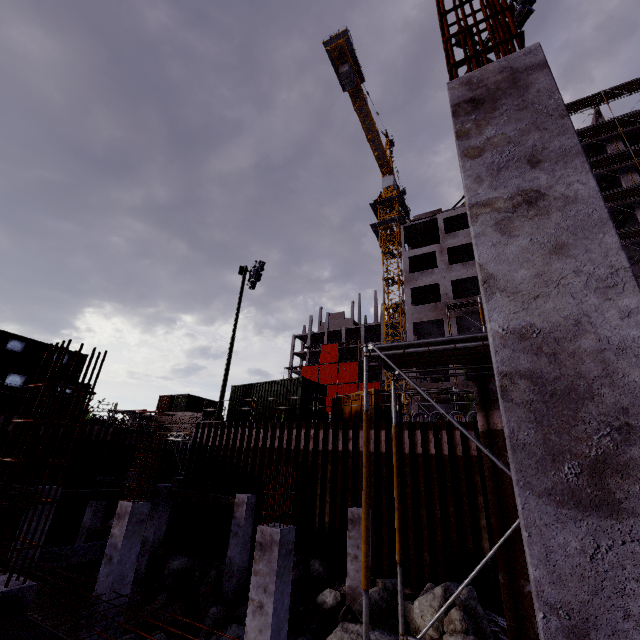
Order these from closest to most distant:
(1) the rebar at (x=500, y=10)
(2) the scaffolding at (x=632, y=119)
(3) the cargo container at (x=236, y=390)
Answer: (1) the rebar at (x=500, y=10) → (3) the cargo container at (x=236, y=390) → (2) the scaffolding at (x=632, y=119)

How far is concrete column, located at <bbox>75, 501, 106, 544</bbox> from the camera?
16.3 meters

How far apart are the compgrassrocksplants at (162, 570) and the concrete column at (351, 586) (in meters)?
7.78

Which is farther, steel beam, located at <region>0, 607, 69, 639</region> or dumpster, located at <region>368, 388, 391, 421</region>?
dumpster, located at <region>368, 388, 391, 421</region>

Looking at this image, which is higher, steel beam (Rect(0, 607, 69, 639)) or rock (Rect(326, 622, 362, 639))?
steel beam (Rect(0, 607, 69, 639))

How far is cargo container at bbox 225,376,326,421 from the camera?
17.72m

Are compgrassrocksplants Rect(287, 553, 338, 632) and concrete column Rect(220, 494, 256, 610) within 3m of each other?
yes

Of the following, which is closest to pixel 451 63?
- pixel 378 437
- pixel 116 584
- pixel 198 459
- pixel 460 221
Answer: pixel 116 584
